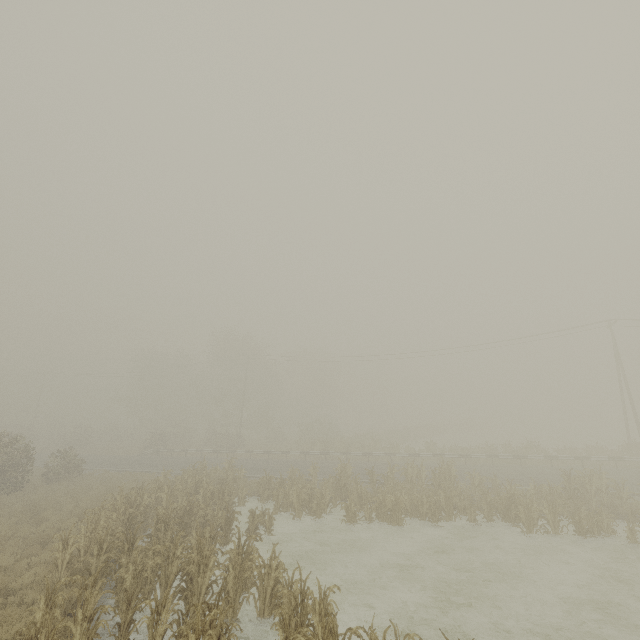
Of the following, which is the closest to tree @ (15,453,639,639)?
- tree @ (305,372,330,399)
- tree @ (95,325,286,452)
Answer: tree @ (305,372,330,399)

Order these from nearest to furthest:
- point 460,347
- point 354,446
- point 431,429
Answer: point 354,446 → point 460,347 → point 431,429

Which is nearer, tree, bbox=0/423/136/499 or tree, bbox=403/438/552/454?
tree, bbox=0/423/136/499

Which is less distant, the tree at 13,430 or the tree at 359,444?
the tree at 13,430

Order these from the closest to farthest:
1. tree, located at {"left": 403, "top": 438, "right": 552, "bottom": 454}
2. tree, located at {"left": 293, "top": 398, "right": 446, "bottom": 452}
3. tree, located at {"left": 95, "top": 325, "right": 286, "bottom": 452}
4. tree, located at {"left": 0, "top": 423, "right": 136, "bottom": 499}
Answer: tree, located at {"left": 0, "top": 423, "right": 136, "bottom": 499}, tree, located at {"left": 403, "top": 438, "right": 552, "bottom": 454}, tree, located at {"left": 293, "top": 398, "right": 446, "bottom": 452}, tree, located at {"left": 95, "top": 325, "right": 286, "bottom": 452}
